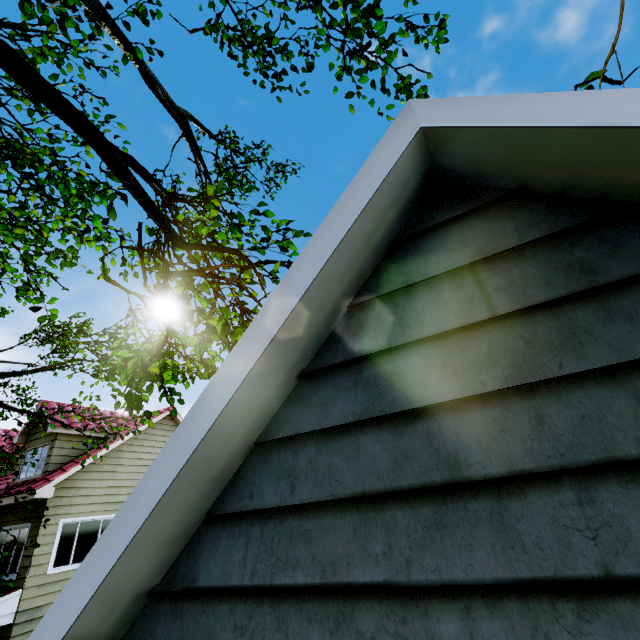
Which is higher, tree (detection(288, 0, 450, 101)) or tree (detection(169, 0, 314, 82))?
tree (detection(169, 0, 314, 82))

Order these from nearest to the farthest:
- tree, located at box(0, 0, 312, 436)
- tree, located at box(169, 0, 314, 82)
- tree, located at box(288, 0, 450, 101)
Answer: tree, located at box(0, 0, 312, 436)
tree, located at box(288, 0, 450, 101)
tree, located at box(169, 0, 314, 82)

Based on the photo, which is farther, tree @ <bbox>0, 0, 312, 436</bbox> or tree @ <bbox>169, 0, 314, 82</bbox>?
tree @ <bbox>169, 0, 314, 82</bbox>

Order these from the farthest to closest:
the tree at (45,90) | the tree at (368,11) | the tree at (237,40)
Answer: the tree at (237,40) → the tree at (368,11) → the tree at (45,90)

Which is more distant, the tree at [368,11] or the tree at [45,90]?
the tree at [368,11]

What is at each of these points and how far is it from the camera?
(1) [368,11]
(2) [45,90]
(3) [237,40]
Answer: (1) tree, 4.9m
(2) tree, 2.0m
(3) tree, 6.3m
